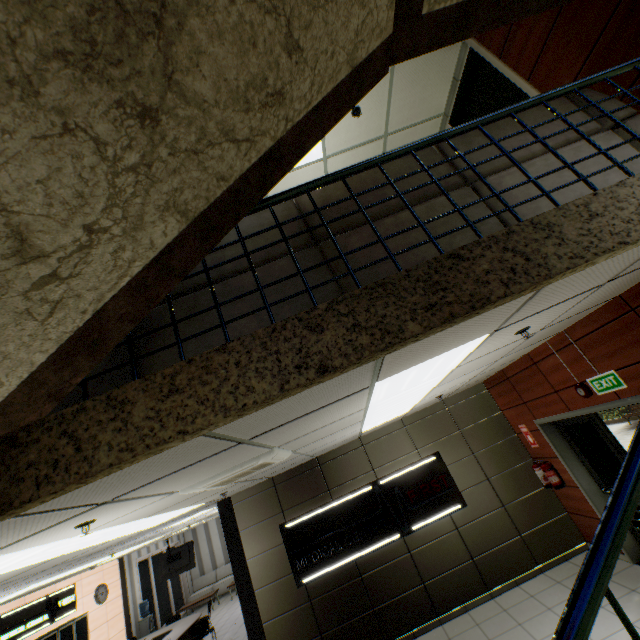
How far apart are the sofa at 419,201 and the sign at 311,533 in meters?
4.9

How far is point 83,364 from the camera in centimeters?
143cm

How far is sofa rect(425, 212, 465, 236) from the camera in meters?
1.9 m

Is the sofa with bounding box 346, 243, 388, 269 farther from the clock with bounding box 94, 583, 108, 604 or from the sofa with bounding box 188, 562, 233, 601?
the sofa with bounding box 188, 562, 233, 601

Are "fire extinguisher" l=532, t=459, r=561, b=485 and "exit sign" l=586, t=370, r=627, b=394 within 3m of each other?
yes

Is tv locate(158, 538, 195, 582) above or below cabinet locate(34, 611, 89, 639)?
above

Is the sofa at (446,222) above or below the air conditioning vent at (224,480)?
above
